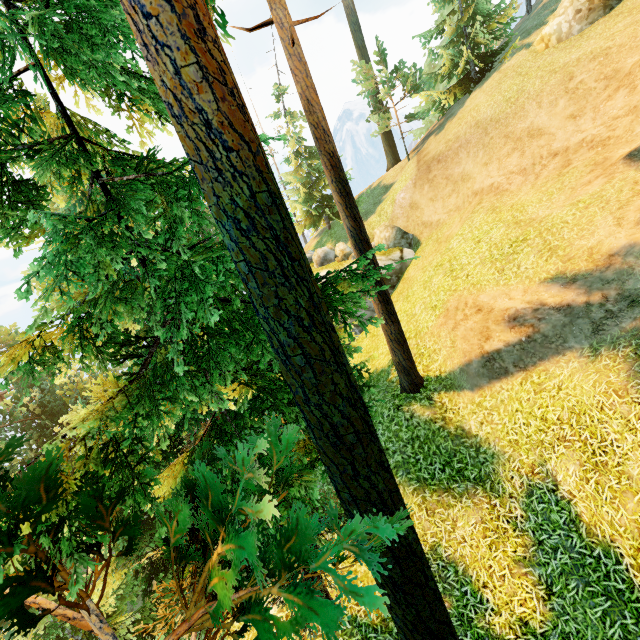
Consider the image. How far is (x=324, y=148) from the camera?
8.6 meters

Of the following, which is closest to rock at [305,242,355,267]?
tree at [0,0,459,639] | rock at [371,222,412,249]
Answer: rock at [371,222,412,249]

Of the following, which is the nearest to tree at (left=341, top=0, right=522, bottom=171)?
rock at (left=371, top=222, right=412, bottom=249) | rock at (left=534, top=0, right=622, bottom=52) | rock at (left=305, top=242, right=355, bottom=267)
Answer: rock at (left=305, top=242, right=355, bottom=267)

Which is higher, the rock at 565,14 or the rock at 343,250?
the rock at 565,14

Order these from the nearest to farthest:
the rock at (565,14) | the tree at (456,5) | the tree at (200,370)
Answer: the tree at (200,370) < the rock at (565,14) < the tree at (456,5)

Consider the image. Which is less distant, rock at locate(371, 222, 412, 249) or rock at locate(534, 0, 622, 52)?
rock at locate(534, 0, 622, 52)

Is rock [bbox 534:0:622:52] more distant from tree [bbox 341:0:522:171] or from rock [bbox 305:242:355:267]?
rock [bbox 305:242:355:267]

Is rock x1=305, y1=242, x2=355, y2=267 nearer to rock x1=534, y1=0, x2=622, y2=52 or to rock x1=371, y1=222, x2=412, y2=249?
rock x1=371, y1=222, x2=412, y2=249
